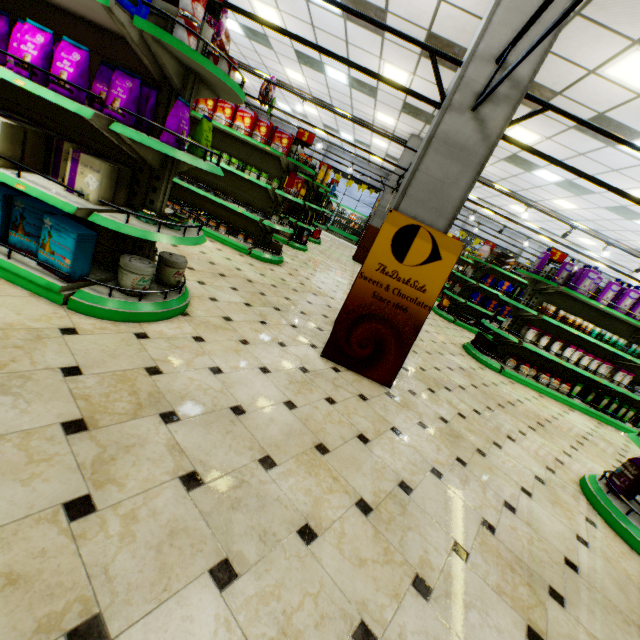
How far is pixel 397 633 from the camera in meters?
1.3 m

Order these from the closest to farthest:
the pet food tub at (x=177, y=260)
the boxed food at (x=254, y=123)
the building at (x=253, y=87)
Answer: the pet food tub at (x=177, y=260)
the boxed food at (x=254, y=123)
the building at (x=253, y=87)

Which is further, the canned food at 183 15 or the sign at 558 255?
the sign at 558 255

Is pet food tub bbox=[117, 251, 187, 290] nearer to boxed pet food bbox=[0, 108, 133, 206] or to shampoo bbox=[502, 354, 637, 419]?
boxed pet food bbox=[0, 108, 133, 206]

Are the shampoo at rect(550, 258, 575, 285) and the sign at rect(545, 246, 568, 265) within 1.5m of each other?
yes

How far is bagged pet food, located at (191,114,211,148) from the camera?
2.55m

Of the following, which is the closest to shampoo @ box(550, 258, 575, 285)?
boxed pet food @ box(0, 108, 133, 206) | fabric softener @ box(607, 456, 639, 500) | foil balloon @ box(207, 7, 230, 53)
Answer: fabric softener @ box(607, 456, 639, 500)

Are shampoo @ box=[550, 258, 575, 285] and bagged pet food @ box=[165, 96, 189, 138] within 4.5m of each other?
no
